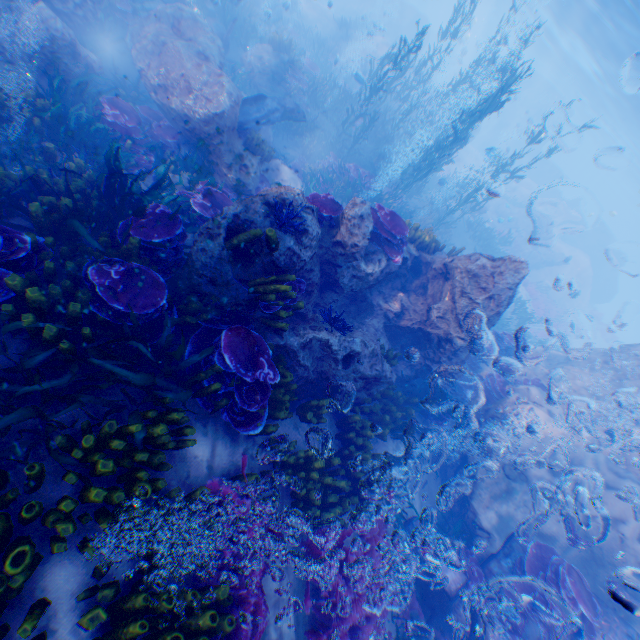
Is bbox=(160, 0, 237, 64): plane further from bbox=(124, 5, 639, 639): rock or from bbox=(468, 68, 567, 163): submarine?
bbox=(468, 68, 567, 163): submarine

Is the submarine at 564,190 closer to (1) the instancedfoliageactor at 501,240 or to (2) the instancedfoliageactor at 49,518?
(2) the instancedfoliageactor at 49,518

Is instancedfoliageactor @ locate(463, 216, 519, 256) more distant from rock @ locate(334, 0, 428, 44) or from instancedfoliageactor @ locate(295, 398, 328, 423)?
instancedfoliageactor @ locate(295, 398, 328, 423)

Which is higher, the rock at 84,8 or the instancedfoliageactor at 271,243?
the instancedfoliageactor at 271,243

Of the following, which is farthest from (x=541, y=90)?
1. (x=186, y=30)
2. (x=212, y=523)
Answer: (x=212, y=523)

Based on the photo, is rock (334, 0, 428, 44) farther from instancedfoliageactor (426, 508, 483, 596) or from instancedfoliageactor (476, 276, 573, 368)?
instancedfoliageactor (476, 276, 573, 368)

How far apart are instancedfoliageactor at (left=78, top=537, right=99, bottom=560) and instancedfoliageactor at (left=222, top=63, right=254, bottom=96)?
15.56m

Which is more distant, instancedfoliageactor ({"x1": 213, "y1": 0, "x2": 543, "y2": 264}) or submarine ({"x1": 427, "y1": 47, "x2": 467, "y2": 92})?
submarine ({"x1": 427, "y1": 47, "x2": 467, "y2": 92})
